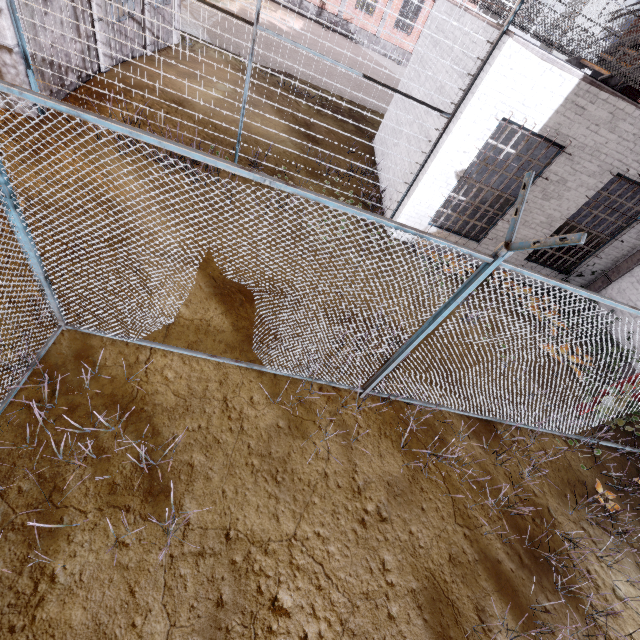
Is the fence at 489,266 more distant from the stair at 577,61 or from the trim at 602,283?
the stair at 577,61

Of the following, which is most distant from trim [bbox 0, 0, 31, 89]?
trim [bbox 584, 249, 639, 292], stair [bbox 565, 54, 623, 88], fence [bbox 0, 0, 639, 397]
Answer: trim [bbox 584, 249, 639, 292]

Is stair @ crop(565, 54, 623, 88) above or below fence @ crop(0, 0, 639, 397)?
above

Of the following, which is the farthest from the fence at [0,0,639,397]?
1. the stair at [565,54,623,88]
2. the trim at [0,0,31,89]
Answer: the stair at [565,54,623,88]

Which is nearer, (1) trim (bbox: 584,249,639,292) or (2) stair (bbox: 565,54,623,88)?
(2) stair (bbox: 565,54,623,88)

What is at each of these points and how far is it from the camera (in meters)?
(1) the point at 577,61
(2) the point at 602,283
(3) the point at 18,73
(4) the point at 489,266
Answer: (1) stair, 6.64
(2) trim, 8.69
(3) trim, 6.05
(4) fence, 2.91

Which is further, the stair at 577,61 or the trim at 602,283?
the trim at 602,283

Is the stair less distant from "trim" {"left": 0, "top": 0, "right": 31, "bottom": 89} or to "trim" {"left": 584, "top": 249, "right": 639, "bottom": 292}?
"trim" {"left": 584, "top": 249, "right": 639, "bottom": 292}
